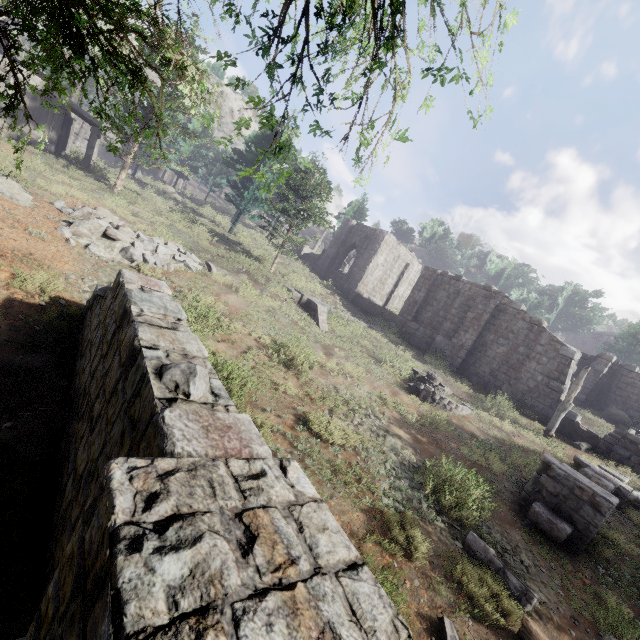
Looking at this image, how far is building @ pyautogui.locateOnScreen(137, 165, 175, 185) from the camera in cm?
4575

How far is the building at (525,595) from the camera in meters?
5.6

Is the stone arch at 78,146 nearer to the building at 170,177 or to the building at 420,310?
the building at 170,177

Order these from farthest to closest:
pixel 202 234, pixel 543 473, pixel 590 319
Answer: pixel 590 319 < pixel 202 234 < pixel 543 473

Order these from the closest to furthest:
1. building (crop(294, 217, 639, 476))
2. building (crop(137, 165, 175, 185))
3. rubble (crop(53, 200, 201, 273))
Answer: rubble (crop(53, 200, 201, 273))
building (crop(294, 217, 639, 476))
building (crop(137, 165, 175, 185))

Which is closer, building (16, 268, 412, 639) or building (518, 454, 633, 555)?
building (16, 268, 412, 639)

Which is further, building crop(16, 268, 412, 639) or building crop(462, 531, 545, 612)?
building crop(462, 531, 545, 612)

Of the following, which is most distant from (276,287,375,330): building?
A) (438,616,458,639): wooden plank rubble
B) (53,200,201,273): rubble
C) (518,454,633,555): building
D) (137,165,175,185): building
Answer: (137,165,175,185): building
